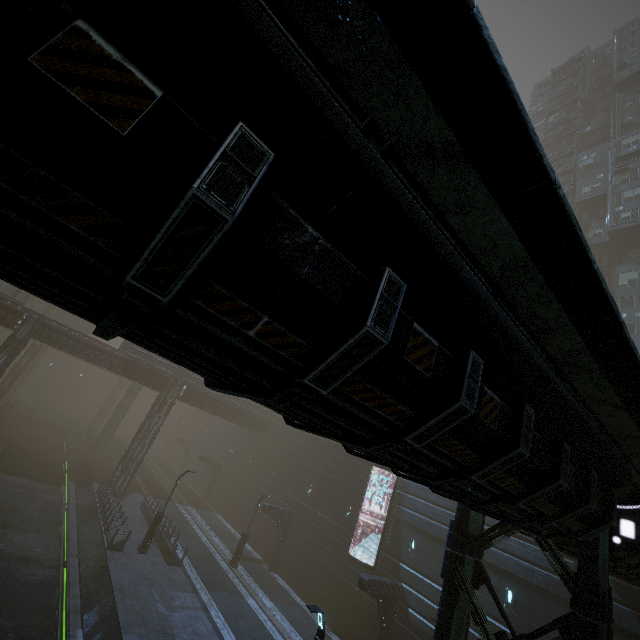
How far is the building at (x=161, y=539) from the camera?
22.3m

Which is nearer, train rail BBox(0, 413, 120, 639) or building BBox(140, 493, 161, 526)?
train rail BBox(0, 413, 120, 639)

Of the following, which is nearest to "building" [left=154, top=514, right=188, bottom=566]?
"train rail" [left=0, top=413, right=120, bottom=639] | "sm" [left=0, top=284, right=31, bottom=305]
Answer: "train rail" [left=0, top=413, right=120, bottom=639]

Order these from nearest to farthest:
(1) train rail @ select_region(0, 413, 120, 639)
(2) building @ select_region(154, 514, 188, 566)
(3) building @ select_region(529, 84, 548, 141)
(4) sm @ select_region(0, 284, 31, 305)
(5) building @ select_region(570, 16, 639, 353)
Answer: (1) train rail @ select_region(0, 413, 120, 639)
(2) building @ select_region(154, 514, 188, 566)
(5) building @ select_region(570, 16, 639, 353)
(4) sm @ select_region(0, 284, 31, 305)
(3) building @ select_region(529, 84, 548, 141)

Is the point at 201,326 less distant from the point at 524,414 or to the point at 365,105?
the point at 365,105

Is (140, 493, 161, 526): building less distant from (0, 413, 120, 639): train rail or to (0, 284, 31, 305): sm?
(0, 413, 120, 639): train rail

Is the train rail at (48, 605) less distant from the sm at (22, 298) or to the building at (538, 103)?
the building at (538, 103)
